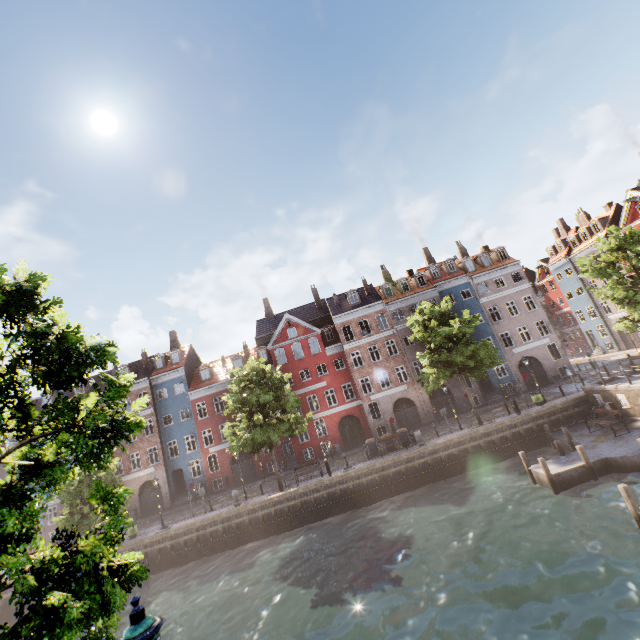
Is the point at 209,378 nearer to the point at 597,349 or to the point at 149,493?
the point at 149,493

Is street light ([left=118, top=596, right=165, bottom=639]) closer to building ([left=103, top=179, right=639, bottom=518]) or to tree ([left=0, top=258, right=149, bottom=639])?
tree ([left=0, top=258, right=149, bottom=639])

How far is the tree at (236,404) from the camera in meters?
23.1

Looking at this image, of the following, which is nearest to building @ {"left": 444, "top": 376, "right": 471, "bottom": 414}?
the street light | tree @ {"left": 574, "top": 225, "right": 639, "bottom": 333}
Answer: the street light

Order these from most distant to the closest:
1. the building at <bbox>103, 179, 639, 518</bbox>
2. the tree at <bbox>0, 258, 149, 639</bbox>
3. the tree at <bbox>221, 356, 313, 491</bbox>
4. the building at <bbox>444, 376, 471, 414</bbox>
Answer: the building at <bbox>103, 179, 639, 518</bbox> < the building at <bbox>444, 376, 471, 414</bbox> < the tree at <bbox>221, 356, 313, 491</bbox> < the tree at <bbox>0, 258, 149, 639</bbox>

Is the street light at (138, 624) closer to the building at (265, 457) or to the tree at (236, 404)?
the tree at (236, 404)
